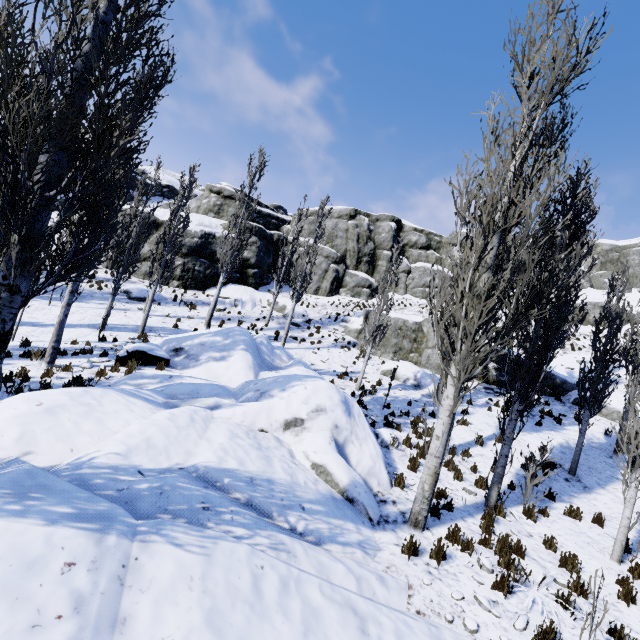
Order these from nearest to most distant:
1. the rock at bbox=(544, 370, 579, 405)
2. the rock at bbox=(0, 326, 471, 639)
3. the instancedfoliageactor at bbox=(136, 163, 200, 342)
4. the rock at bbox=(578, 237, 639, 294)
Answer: the rock at bbox=(0, 326, 471, 639), the instancedfoliageactor at bbox=(136, 163, 200, 342), the rock at bbox=(544, 370, 579, 405), the rock at bbox=(578, 237, 639, 294)

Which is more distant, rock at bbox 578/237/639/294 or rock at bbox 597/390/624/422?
rock at bbox 578/237/639/294

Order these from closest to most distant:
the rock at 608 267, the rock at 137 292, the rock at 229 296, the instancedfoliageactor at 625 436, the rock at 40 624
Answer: the rock at 40 624, the instancedfoliageactor at 625 436, the rock at 137 292, the rock at 229 296, the rock at 608 267

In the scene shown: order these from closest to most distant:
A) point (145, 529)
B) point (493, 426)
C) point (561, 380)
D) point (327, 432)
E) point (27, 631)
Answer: point (27, 631) → point (145, 529) → point (327, 432) → point (493, 426) → point (561, 380)

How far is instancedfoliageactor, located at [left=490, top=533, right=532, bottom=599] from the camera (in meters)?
5.55

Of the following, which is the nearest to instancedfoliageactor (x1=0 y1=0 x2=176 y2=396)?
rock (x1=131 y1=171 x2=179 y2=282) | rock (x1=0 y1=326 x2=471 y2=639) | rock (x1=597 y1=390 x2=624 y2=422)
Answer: rock (x1=0 y1=326 x2=471 y2=639)

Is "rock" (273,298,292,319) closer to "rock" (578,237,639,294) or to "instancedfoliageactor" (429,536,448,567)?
"rock" (578,237,639,294)

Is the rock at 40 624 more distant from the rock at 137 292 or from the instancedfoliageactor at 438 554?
the rock at 137 292
